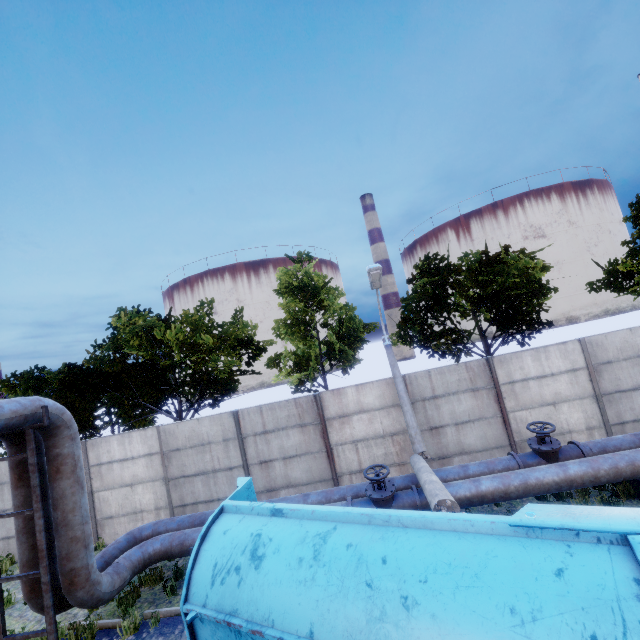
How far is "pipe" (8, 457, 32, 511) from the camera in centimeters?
646cm

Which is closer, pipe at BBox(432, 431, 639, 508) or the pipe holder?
the pipe holder

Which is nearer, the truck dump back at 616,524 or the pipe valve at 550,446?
the truck dump back at 616,524

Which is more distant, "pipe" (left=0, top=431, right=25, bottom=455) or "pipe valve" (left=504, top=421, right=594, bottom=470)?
"pipe valve" (left=504, top=421, right=594, bottom=470)

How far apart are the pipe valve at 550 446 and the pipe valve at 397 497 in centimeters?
253cm

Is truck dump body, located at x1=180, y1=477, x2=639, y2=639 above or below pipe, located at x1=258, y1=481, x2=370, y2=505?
above

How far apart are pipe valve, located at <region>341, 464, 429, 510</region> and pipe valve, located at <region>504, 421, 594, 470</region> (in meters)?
2.53

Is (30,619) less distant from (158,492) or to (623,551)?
(158,492)
